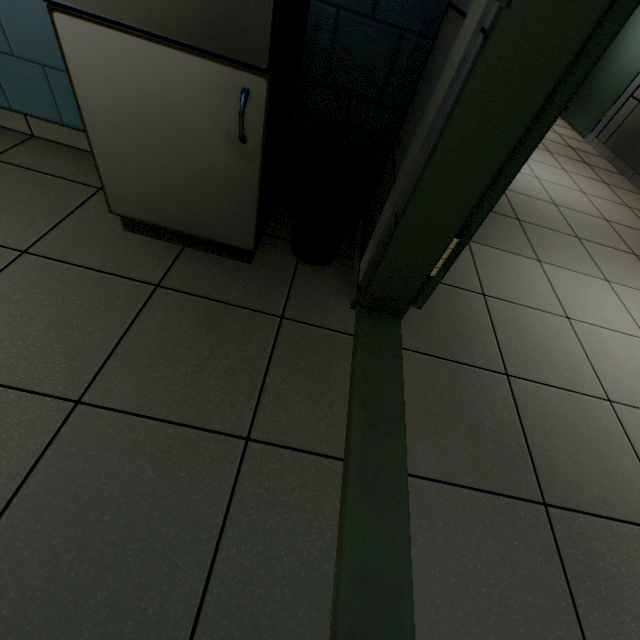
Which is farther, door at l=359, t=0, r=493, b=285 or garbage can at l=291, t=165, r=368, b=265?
garbage can at l=291, t=165, r=368, b=265

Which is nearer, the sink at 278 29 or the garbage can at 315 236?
the sink at 278 29

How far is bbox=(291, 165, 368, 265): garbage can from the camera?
1.3m

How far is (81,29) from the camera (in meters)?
0.86

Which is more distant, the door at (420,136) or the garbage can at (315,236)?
the garbage can at (315,236)

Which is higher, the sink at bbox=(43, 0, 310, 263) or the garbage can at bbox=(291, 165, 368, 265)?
the sink at bbox=(43, 0, 310, 263)

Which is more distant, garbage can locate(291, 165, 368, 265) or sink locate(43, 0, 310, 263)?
garbage can locate(291, 165, 368, 265)
